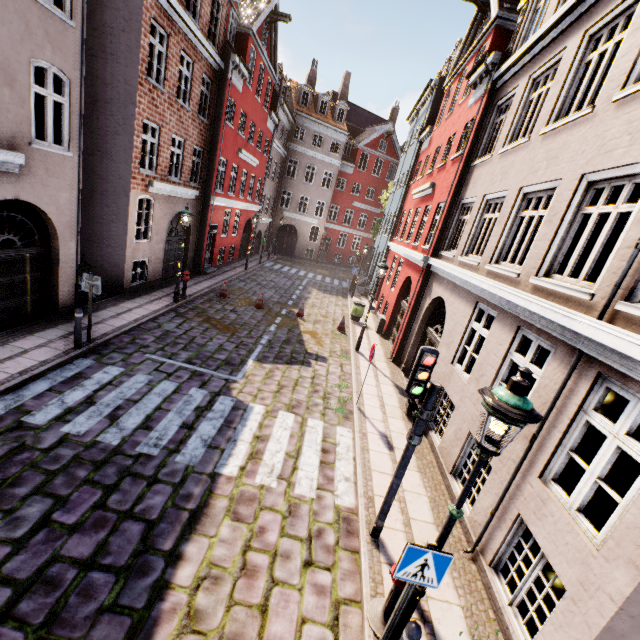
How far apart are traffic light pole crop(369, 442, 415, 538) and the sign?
1.6m

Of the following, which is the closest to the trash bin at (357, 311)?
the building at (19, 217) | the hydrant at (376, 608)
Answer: the building at (19, 217)

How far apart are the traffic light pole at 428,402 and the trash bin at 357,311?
12.61m

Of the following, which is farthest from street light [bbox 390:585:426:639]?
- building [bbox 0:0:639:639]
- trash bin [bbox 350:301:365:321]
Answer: trash bin [bbox 350:301:365:321]

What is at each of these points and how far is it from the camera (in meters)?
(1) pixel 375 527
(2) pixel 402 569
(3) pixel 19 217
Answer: (1) traffic light pole, 5.35
(2) sign, 3.36
(3) building, 8.22

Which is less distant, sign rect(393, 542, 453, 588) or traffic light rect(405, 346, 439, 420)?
sign rect(393, 542, 453, 588)

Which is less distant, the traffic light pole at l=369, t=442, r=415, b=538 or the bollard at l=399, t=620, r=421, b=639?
the bollard at l=399, t=620, r=421, b=639

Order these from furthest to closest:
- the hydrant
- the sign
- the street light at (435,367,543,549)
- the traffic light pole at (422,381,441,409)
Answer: the traffic light pole at (422,381,441,409), the hydrant, the sign, the street light at (435,367,543,549)
